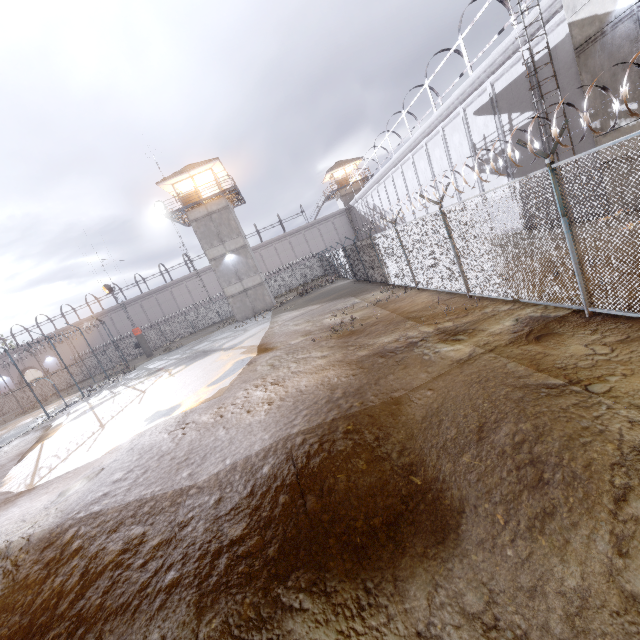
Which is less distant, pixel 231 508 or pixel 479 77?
pixel 231 508

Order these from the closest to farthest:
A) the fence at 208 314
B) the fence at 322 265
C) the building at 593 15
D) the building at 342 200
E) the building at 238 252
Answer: the fence at 322 265 < the building at 593 15 < the building at 238 252 < the fence at 208 314 < the building at 342 200

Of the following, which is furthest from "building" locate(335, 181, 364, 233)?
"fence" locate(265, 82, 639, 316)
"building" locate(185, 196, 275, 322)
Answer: "building" locate(185, 196, 275, 322)

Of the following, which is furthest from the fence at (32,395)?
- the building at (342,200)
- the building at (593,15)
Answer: the building at (342,200)

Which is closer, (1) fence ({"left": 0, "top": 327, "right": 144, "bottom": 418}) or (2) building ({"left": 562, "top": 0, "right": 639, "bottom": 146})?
(2) building ({"left": 562, "top": 0, "right": 639, "bottom": 146})

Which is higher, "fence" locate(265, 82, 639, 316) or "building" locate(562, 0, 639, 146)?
"building" locate(562, 0, 639, 146)

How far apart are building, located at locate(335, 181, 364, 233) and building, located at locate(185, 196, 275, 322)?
23.6 meters

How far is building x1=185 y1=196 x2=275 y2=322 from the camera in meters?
30.9
